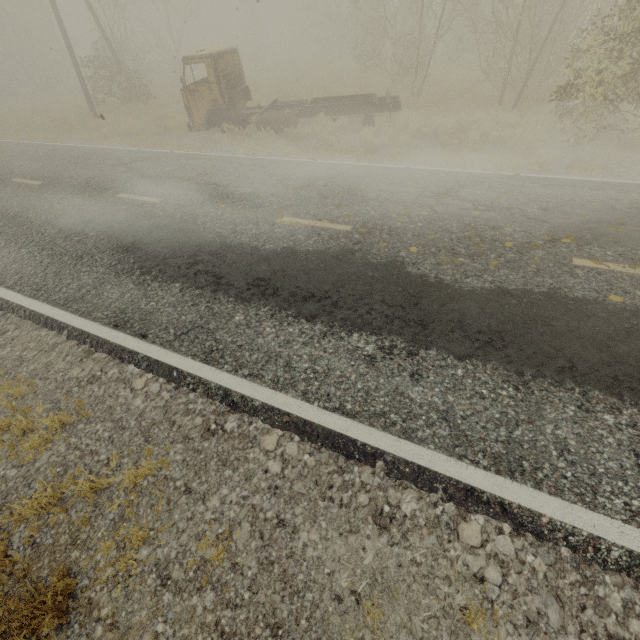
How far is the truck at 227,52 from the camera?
11.0 meters

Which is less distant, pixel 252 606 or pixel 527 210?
pixel 252 606

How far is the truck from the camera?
11.0 meters
